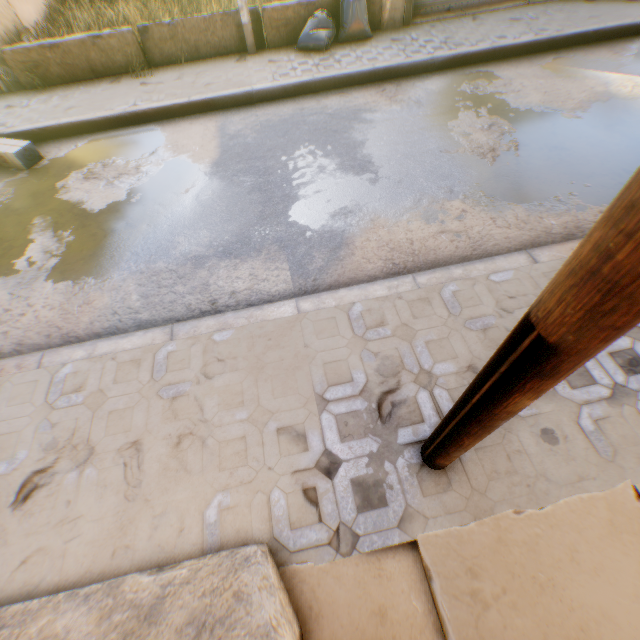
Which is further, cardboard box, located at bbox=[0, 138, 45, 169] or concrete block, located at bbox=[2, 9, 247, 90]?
concrete block, located at bbox=[2, 9, 247, 90]

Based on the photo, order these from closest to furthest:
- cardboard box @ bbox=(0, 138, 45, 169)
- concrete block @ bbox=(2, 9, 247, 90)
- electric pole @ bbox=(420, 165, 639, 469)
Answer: electric pole @ bbox=(420, 165, 639, 469)
cardboard box @ bbox=(0, 138, 45, 169)
concrete block @ bbox=(2, 9, 247, 90)

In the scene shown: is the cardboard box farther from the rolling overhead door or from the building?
the rolling overhead door

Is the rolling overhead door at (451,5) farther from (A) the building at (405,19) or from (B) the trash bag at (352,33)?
(B) the trash bag at (352,33)

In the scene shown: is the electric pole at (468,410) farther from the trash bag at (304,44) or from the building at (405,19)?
the trash bag at (304,44)

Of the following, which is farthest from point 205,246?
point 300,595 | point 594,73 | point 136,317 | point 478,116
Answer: point 594,73

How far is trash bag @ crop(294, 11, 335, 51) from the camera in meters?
6.2

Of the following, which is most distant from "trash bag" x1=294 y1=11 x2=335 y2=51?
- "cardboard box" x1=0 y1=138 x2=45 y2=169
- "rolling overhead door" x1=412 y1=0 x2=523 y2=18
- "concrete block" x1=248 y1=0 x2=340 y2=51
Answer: "cardboard box" x1=0 y1=138 x2=45 y2=169
